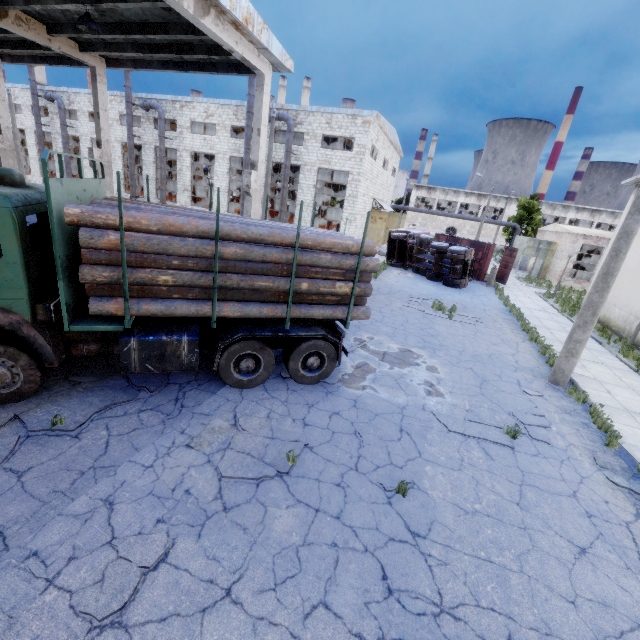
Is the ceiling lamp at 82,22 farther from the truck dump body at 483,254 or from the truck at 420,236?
the truck dump body at 483,254

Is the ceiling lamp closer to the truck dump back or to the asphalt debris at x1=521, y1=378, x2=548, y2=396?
the asphalt debris at x1=521, y1=378, x2=548, y2=396

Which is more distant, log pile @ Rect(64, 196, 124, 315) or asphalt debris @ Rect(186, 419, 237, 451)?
asphalt debris @ Rect(186, 419, 237, 451)

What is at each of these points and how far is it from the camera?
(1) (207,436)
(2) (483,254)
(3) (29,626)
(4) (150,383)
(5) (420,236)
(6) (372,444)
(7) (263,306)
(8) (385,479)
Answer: (1) asphalt debris, 5.79m
(2) truck dump body, 26.34m
(3) asphalt debris, 3.12m
(4) asphalt debris, 6.97m
(5) truck, 24.58m
(6) asphalt debris, 6.24m
(7) log pile, 6.59m
(8) asphalt debris, 5.50m

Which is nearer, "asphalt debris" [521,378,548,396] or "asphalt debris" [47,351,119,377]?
"asphalt debris" [47,351,119,377]

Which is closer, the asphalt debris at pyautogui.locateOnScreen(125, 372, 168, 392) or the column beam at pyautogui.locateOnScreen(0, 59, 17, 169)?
the asphalt debris at pyautogui.locateOnScreen(125, 372, 168, 392)

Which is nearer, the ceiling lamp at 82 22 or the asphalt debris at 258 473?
the asphalt debris at 258 473

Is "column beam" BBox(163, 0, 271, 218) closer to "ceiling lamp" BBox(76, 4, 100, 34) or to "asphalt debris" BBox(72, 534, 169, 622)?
"ceiling lamp" BBox(76, 4, 100, 34)
